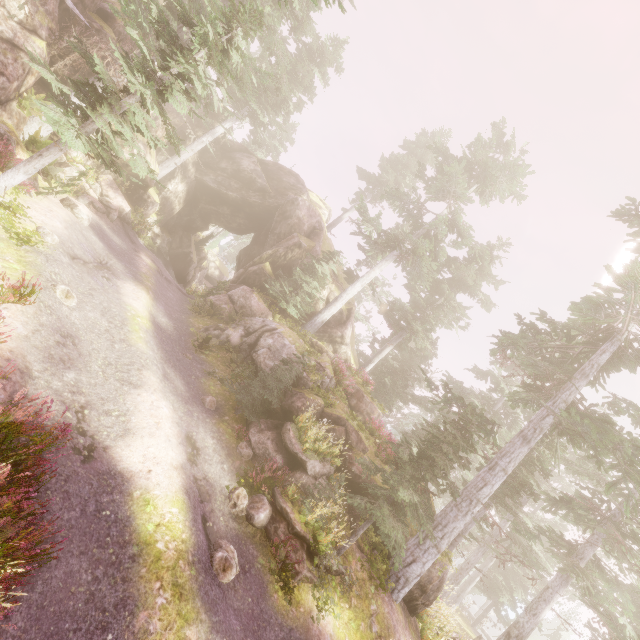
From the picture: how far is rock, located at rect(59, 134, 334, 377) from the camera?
17.12m

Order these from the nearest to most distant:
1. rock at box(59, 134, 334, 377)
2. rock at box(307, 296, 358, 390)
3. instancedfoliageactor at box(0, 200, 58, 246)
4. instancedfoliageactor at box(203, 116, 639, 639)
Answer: instancedfoliageactor at box(0, 200, 58, 246) < instancedfoliageactor at box(203, 116, 639, 639) < rock at box(307, 296, 358, 390) < rock at box(59, 134, 334, 377)

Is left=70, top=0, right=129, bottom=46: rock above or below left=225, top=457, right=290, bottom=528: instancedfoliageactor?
above

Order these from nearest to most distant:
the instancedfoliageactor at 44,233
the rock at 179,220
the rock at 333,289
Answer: the instancedfoliageactor at 44,233 → the rock at 179,220 → the rock at 333,289

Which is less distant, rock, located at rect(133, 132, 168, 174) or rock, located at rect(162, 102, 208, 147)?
rock, located at rect(133, 132, 168, 174)

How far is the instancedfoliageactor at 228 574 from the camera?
7.1m

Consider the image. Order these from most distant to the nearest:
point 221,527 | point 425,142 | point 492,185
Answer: point 425,142 → point 492,185 → point 221,527
